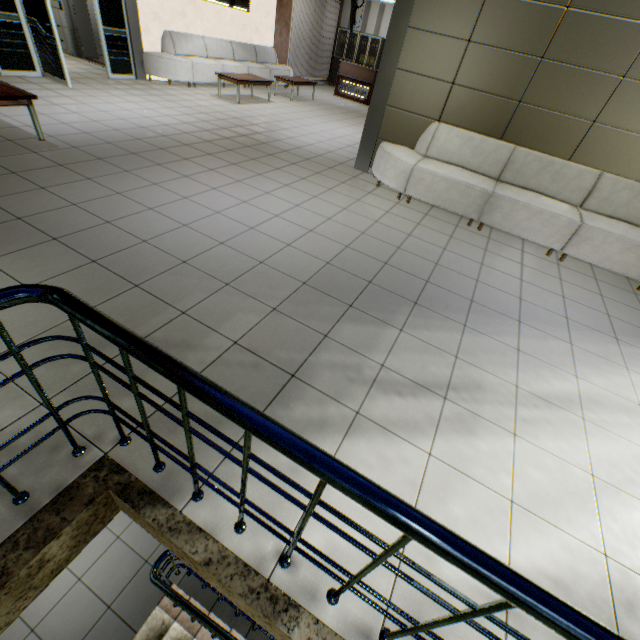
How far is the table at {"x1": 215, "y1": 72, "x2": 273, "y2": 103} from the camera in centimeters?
838cm

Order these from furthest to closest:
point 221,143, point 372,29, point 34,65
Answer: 1. point 372,29
2. point 34,65
3. point 221,143

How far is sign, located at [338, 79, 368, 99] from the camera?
12.9m

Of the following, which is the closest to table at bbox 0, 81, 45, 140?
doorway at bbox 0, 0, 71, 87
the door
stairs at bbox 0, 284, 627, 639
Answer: doorway at bbox 0, 0, 71, 87

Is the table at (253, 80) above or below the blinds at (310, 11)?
below

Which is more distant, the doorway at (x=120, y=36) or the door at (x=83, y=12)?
the door at (x=83, y=12)

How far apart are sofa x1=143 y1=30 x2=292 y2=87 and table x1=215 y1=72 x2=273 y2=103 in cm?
77

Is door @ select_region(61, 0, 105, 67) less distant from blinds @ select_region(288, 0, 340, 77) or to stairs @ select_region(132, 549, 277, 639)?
blinds @ select_region(288, 0, 340, 77)
